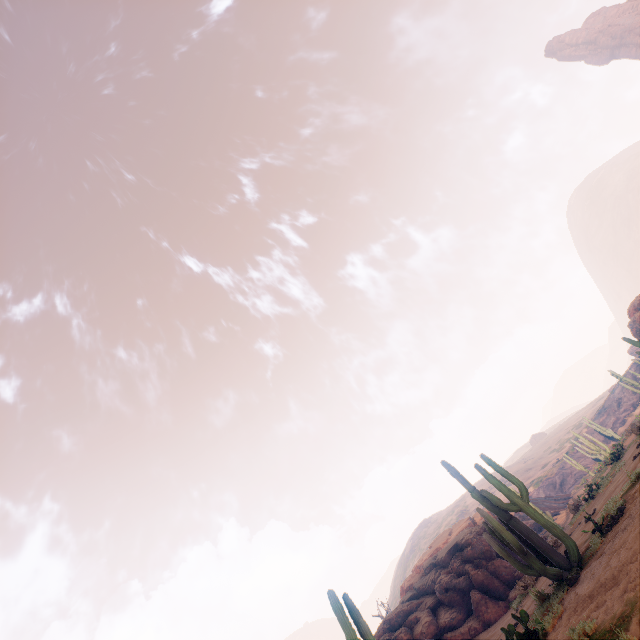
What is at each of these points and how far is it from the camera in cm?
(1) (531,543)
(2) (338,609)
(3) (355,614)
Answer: (1) instancedfoliageactor, 870
(2) instancedfoliageactor, 855
(3) instancedfoliageactor, 866

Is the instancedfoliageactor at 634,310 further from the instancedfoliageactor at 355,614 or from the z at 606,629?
the instancedfoliageactor at 355,614

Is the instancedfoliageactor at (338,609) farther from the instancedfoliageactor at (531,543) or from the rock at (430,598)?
the instancedfoliageactor at (531,543)

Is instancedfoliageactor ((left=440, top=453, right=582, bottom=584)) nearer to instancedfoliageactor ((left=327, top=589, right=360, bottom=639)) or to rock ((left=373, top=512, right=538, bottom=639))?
instancedfoliageactor ((left=327, top=589, right=360, bottom=639))

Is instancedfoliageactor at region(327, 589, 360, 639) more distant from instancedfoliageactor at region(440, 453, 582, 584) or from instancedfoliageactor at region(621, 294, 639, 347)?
instancedfoliageactor at region(621, 294, 639, 347)

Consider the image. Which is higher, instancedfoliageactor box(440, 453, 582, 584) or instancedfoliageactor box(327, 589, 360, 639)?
instancedfoliageactor box(327, 589, 360, 639)

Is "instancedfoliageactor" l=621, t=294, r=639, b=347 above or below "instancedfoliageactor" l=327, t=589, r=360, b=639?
above

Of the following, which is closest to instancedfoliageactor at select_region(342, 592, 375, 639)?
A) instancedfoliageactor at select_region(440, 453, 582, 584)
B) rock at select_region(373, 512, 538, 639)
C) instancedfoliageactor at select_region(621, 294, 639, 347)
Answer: rock at select_region(373, 512, 538, 639)
